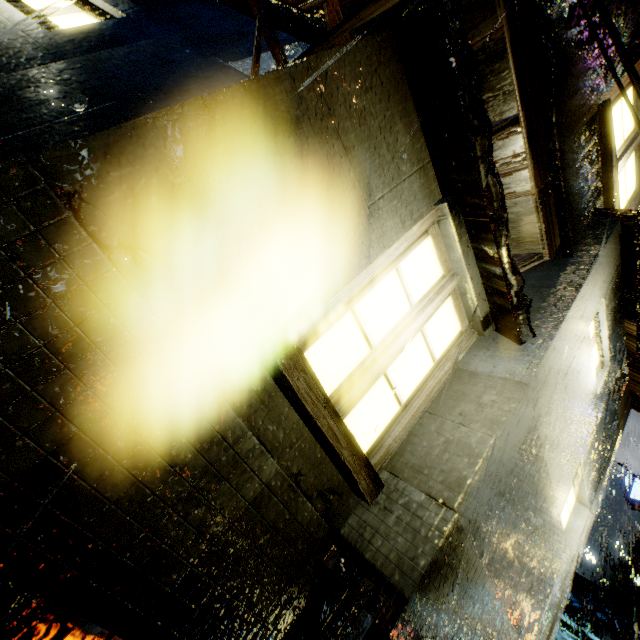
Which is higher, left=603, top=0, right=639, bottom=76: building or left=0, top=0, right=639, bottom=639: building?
left=603, top=0, right=639, bottom=76: building

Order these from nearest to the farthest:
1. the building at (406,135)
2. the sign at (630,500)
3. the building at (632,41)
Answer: the building at (406,135), the building at (632,41), the sign at (630,500)

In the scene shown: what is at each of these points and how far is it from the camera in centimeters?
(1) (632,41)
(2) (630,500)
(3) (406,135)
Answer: (1) building, 513cm
(2) sign, 1691cm
(3) building, 277cm

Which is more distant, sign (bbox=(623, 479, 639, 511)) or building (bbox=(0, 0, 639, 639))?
sign (bbox=(623, 479, 639, 511))

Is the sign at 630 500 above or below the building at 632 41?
above

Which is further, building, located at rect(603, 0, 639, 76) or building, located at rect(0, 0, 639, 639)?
building, located at rect(603, 0, 639, 76)

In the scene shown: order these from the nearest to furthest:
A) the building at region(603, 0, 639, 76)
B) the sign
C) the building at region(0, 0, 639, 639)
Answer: the building at region(0, 0, 639, 639), the building at region(603, 0, 639, 76), the sign
